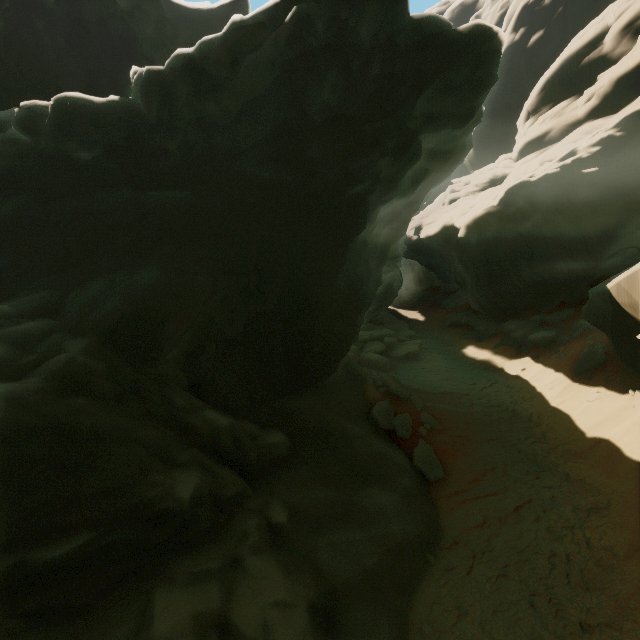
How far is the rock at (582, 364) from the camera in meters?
15.3

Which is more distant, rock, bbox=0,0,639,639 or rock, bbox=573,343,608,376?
rock, bbox=573,343,608,376

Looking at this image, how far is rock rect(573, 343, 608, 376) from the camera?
15.33m

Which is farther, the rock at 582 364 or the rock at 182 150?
the rock at 582 364

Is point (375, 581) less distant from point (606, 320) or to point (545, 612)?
point (545, 612)
